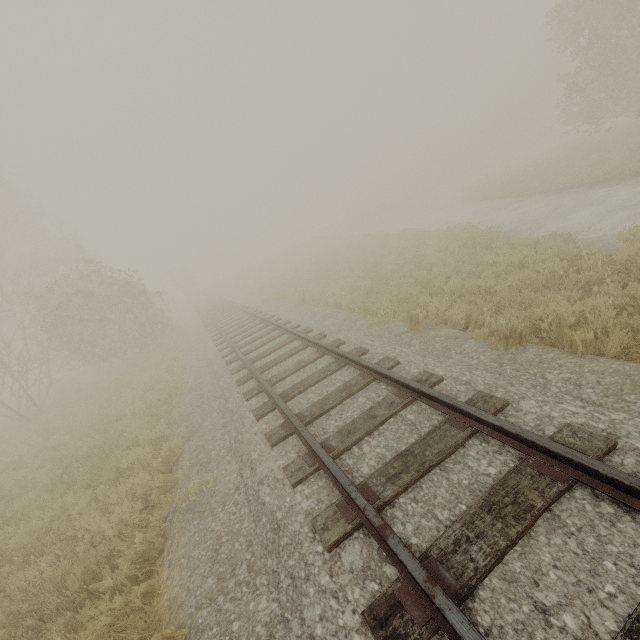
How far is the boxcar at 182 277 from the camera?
54.00m

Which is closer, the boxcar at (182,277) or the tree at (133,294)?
the tree at (133,294)

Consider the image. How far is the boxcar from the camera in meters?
54.0

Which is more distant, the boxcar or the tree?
the boxcar

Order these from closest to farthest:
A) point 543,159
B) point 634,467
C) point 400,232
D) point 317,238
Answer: point 634,467
point 400,232
point 543,159
point 317,238
